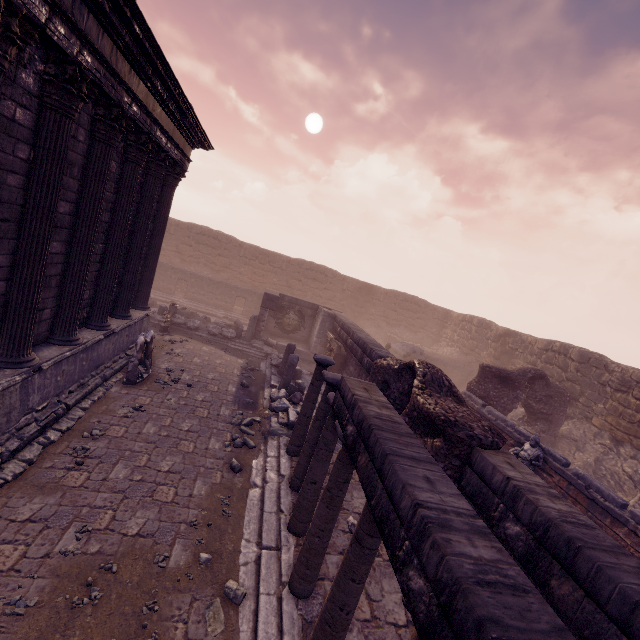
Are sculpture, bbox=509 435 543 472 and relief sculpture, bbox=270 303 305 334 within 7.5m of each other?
no

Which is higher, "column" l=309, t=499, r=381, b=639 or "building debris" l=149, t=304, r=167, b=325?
"column" l=309, t=499, r=381, b=639

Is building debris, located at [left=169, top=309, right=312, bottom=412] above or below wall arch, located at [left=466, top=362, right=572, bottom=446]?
below

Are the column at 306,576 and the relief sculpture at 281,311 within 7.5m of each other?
no

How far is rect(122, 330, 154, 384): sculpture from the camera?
8.88m

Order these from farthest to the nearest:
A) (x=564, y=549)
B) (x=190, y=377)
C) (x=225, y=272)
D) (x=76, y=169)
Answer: (x=225, y=272) → (x=190, y=377) → (x=76, y=169) → (x=564, y=549)

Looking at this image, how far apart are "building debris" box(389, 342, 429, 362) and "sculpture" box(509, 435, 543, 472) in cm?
1012

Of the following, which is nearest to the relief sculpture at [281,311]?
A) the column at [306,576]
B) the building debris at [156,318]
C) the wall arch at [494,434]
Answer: the building debris at [156,318]
